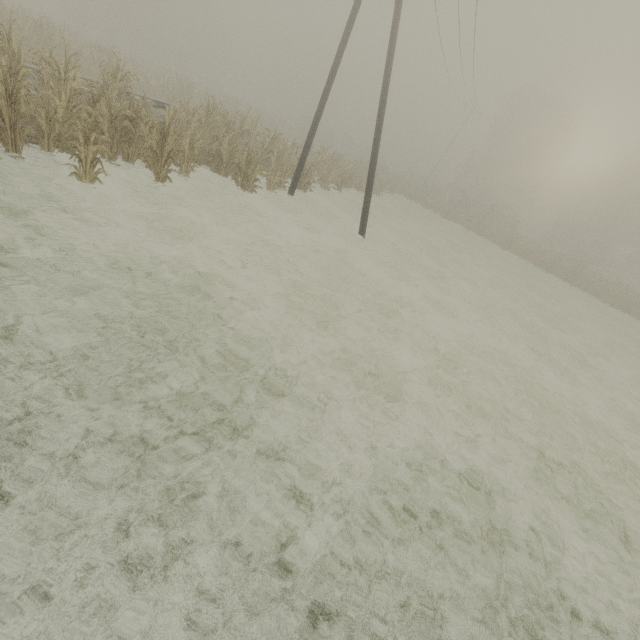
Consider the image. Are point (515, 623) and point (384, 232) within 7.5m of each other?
no

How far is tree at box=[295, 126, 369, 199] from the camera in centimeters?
1584cm

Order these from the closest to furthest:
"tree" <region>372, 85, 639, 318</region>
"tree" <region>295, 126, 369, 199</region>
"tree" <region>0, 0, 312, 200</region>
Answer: "tree" <region>0, 0, 312, 200</region> < "tree" <region>295, 126, 369, 199</region> < "tree" <region>372, 85, 639, 318</region>

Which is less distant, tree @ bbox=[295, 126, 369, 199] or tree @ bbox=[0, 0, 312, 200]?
tree @ bbox=[0, 0, 312, 200]

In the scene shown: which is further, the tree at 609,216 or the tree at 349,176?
the tree at 609,216
